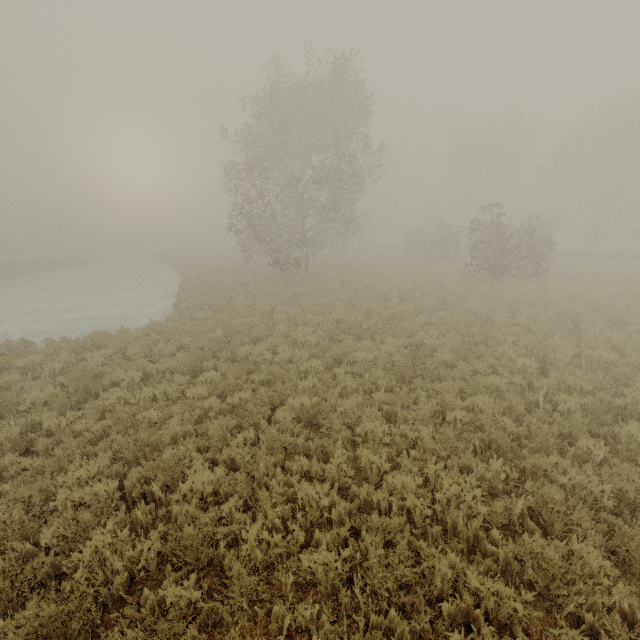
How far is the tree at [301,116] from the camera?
19.73m

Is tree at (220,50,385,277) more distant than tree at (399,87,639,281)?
No

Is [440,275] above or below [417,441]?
above

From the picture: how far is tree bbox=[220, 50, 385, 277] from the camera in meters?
19.7 m

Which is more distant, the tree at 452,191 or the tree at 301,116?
the tree at 452,191
